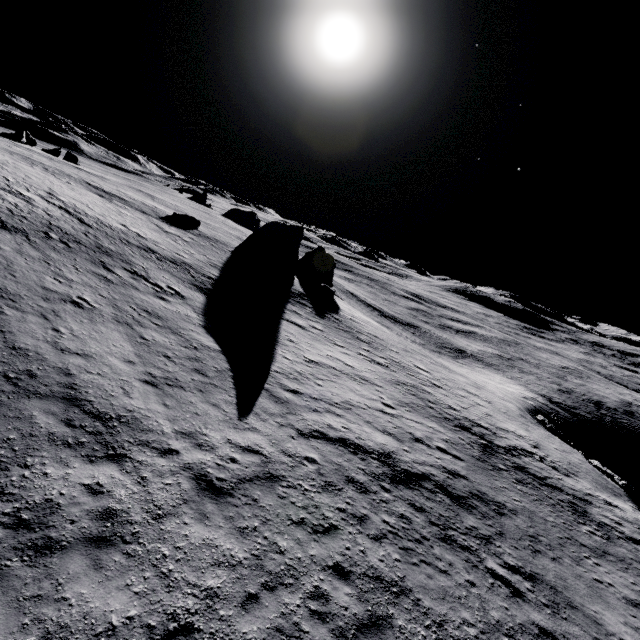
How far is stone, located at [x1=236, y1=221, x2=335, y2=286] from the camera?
38.25m

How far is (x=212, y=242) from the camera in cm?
3647

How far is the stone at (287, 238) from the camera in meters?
38.2 m
